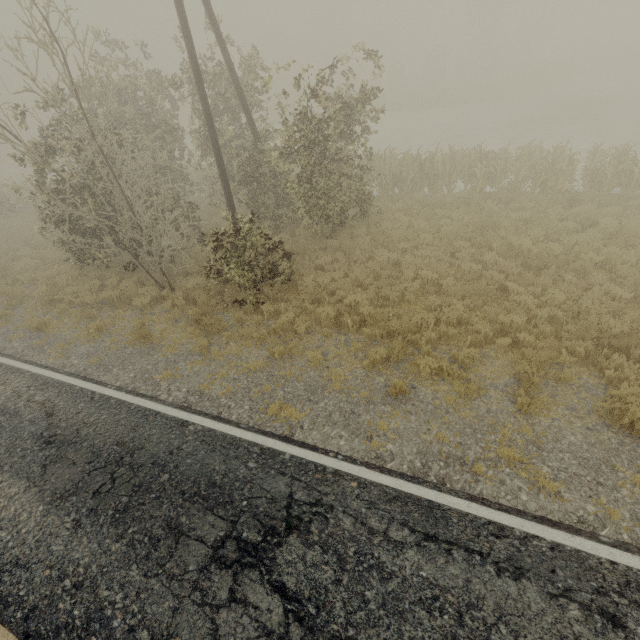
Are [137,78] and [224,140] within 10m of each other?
yes
